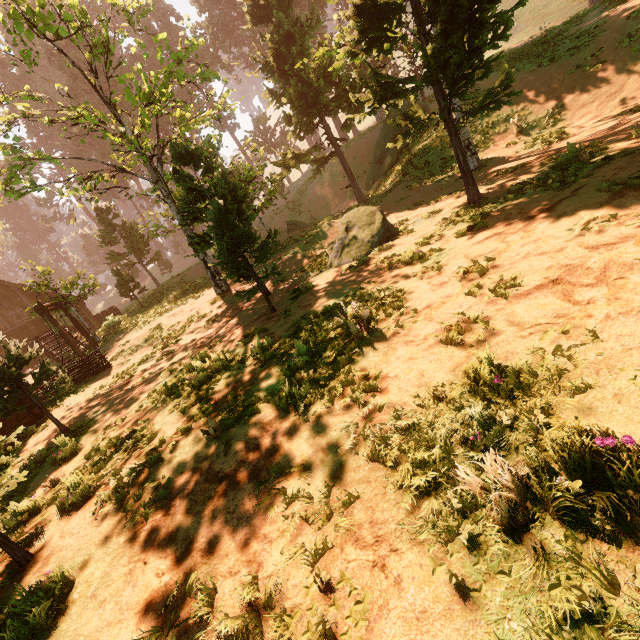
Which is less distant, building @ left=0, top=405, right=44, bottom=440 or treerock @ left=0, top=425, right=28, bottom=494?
treerock @ left=0, top=425, right=28, bottom=494

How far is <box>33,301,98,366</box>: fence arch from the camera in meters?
15.3

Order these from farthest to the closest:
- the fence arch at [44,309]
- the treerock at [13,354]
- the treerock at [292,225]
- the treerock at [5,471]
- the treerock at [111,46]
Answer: the treerock at [292,225], the fence arch at [44,309], the treerock at [111,46], the treerock at [13,354], the treerock at [5,471]

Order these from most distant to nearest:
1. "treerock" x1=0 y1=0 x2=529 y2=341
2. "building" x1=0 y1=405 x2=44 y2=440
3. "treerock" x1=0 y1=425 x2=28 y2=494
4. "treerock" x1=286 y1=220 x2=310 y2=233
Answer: "treerock" x1=286 y1=220 x2=310 y2=233, "building" x1=0 y1=405 x2=44 y2=440, "treerock" x1=0 y1=0 x2=529 y2=341, "treerock" x1=0 y1=425 x2=28 y2=494

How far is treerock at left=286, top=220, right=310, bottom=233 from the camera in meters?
25.3

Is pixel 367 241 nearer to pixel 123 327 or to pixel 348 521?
pixel 348 521

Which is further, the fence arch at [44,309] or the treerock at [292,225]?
Result: the treerock at [292,225]
